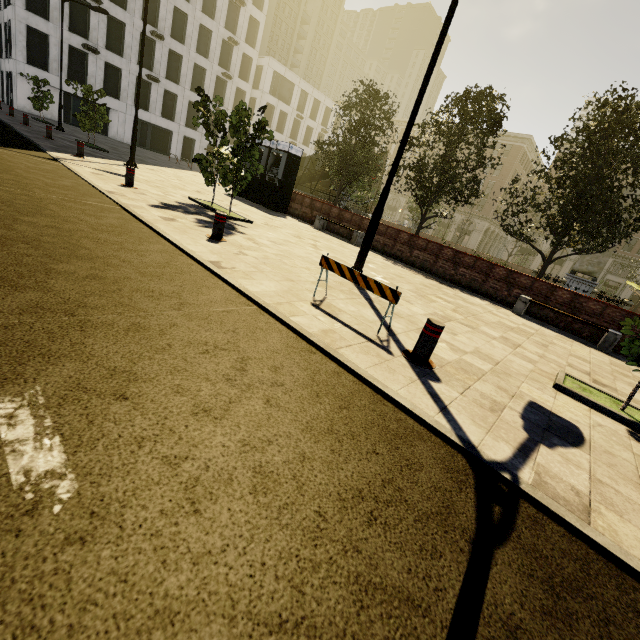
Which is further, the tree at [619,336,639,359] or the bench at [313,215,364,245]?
the bench at [313,215,364,245]

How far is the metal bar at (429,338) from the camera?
3.92m

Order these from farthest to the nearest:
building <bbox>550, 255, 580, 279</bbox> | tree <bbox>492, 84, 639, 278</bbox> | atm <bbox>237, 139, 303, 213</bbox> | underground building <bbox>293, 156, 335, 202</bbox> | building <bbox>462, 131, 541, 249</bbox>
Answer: building <bbox>462, 131, 541, 249</bbox>, building <bbox>550, 255, 580, 279</bbox>, underground building <bbox>293, 156, 335, 202</bbox>, atm <bbox>237, 139, 303, 213</bbox>, tree <bbox>492, 84, 639, 278</bbox>

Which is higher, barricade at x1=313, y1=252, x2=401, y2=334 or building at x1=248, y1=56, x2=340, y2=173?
building at x1=248, y1=56, x2=340, y2=173

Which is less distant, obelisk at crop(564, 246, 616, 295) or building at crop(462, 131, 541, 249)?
obelisk at crop(564, 246, 616, 295)

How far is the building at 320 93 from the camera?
45.44m

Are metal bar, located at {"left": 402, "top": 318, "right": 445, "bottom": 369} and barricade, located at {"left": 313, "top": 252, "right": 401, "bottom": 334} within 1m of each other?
yes

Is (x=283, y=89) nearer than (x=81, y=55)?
No
